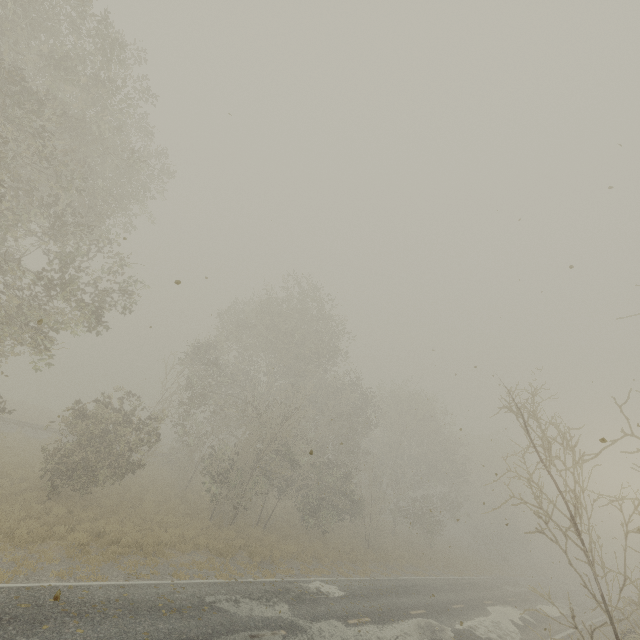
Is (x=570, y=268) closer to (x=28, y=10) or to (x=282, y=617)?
(x=282, y=617)
